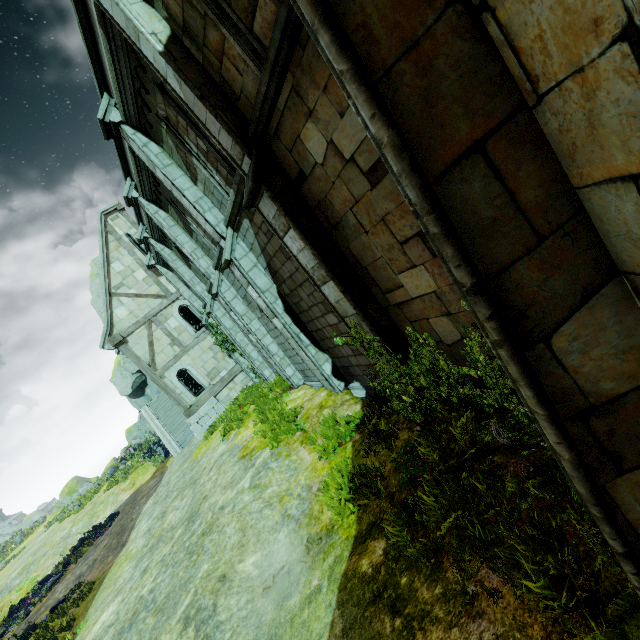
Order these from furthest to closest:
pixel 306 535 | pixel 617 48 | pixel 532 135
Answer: pixel 306 535 < pixel 532 135 < pixel 617 48

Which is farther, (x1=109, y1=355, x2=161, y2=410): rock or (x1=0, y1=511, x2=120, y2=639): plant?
(x1=109, y1=355, x2=161, y2=410): rock

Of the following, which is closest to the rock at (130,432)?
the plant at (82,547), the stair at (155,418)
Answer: the stair at (155,418)

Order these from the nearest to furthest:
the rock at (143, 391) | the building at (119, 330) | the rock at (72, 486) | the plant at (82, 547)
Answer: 1. the plant at (82, 547)
2. the building at (119, 330)
3. the rock at (143, 391)
4. the rock at (72, 486)

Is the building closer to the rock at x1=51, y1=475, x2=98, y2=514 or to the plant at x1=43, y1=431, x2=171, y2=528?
the rock at x1=51, y1=475, x2=98, y2=514

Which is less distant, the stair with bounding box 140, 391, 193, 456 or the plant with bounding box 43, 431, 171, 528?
the stair with bounding box 140, 391, 193, 456

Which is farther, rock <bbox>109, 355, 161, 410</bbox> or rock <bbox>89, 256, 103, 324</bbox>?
rock <bbox>89, 256, 103, 324</bbox>

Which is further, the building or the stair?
the stair
